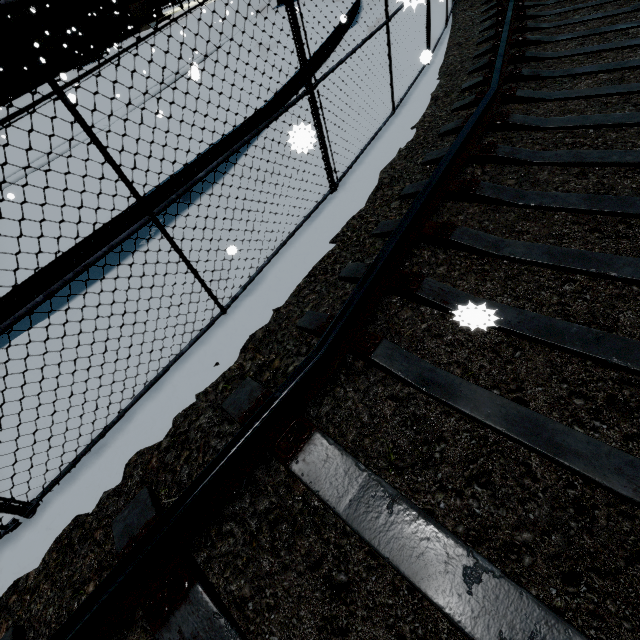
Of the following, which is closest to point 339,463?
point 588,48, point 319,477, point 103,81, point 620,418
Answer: point 319,477

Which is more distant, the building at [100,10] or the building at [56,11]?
the building at [100,10]

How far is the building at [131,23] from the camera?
28.2m

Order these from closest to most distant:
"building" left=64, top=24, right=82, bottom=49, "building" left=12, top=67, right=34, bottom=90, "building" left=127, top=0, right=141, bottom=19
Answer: "building" left=12, top=67, right=34, bottom=90 → "building" left=64, top=24, right=82, bottom=49 → "building" left=127, top=0, right=141, bottom=19

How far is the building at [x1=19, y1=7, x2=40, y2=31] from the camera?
20.1 meters

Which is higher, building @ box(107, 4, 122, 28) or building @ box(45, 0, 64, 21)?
building @ box(45, 0, 64, 21)
